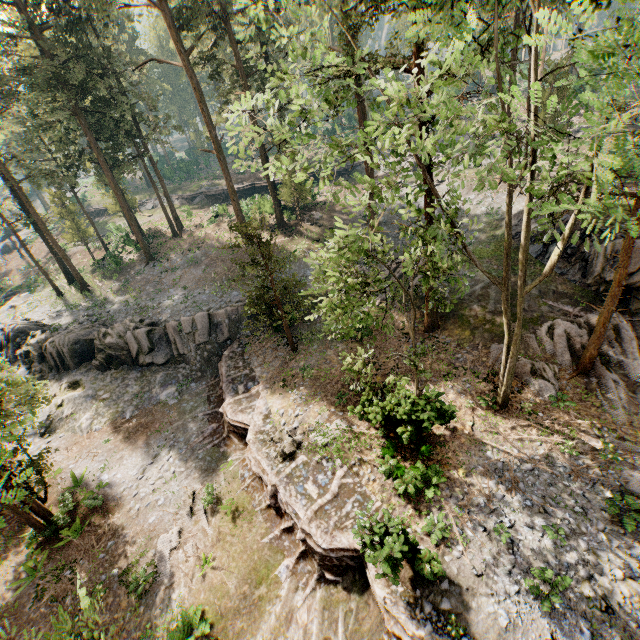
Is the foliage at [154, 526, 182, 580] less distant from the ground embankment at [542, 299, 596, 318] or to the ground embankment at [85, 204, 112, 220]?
the ground embankment at [542, 299, 596, 318]

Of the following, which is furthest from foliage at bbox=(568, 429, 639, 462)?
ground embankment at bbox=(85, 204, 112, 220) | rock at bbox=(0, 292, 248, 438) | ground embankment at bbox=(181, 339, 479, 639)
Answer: ground embankment at bbox=(85, 204, 112, 220)

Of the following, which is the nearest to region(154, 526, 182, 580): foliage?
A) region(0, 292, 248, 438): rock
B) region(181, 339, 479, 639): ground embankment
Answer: region(181, 339, 479, 639): ground embankment

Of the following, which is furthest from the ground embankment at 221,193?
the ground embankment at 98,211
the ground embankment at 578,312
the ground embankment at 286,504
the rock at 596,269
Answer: the rock at 596,269

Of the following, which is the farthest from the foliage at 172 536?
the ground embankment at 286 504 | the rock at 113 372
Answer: the rock at 113 372

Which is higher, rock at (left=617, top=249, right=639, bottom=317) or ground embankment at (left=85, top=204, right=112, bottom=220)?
ground embankment at (left=85, top=204, right=112, bottom=220)

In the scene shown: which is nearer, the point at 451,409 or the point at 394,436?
the point at 451,409

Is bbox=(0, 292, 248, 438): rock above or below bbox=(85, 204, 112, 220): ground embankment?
below
